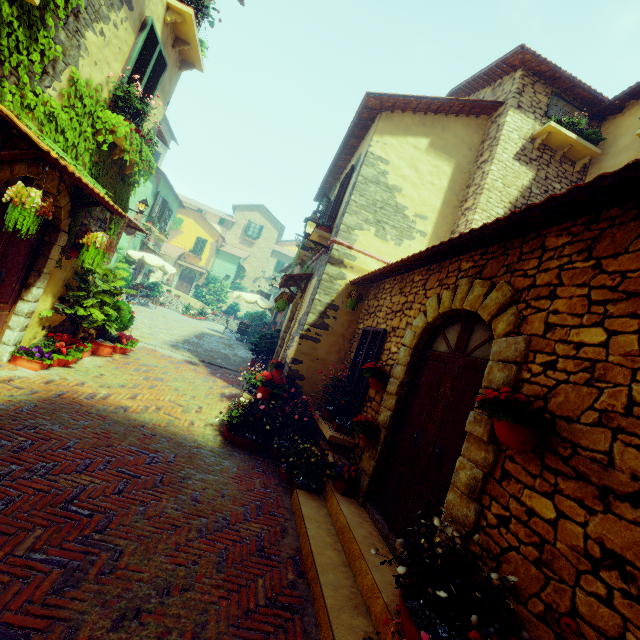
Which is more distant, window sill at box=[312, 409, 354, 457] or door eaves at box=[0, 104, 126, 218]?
window sill at box=[312, 409, 354, 457]

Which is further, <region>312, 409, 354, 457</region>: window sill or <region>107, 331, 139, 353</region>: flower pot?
<region>107, 331, 139, 353</region>: flower pot

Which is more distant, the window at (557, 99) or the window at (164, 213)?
the window at (164, 213)

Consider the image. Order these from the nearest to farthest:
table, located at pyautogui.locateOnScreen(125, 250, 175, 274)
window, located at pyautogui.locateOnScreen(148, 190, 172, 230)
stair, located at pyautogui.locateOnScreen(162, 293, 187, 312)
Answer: table, located at pyautogui.locateOnScreen(125, 250, 175, 274) → window, located at pyautogui.locateOnScreen(148, 190, 172, 230) → stair, located at pyautogui.locateOnScreen(162, 293, 187, 312)

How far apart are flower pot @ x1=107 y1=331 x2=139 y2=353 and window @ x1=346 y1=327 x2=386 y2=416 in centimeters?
549cm

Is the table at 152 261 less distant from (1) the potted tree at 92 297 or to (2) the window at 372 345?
(1) the potted tree at 92 297

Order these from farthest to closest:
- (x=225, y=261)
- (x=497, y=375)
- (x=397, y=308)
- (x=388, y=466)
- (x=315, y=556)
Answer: (x=225, y=261) → (x=397, y=308) → (x=388, y=466) → (x=315, y=556) → (x=497, y=375)

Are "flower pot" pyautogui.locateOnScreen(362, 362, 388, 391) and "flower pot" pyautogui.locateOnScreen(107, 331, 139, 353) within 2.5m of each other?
no
